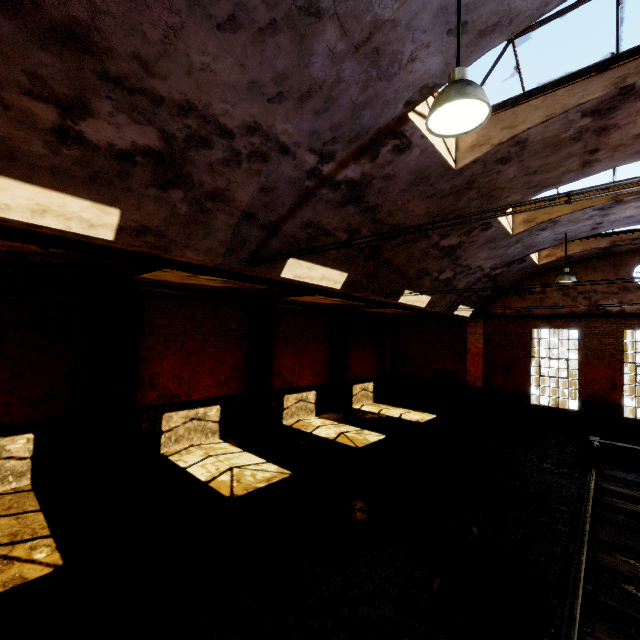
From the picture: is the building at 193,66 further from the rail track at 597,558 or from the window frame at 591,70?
the rail track at 597,558

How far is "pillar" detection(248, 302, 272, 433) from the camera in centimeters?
1228cm

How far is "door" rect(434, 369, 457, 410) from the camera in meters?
17.4

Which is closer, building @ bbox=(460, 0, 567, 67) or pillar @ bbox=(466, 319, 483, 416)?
building @ bbox=(460, 0, 567, 67)

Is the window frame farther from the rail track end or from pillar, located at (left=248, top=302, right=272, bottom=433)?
the rail track end

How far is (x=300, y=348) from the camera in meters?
14.4

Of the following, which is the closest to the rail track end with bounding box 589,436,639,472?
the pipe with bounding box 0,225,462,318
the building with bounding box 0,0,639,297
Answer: the building with bounding box 0,0,639,297

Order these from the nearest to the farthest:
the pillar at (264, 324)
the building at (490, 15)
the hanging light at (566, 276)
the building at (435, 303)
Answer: the building at (490, 15) → the hanging light at (566, 276) → the building at (435, 303) → the pillar at (264, 324)
